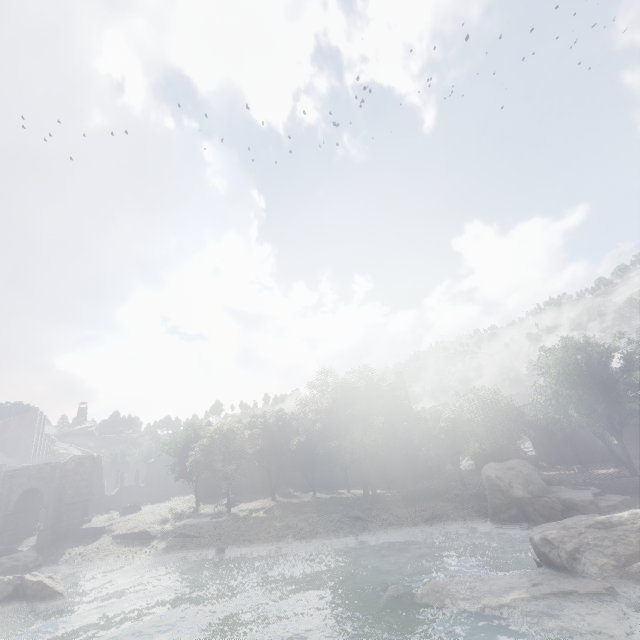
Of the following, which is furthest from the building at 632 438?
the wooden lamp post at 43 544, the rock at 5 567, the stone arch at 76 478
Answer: the rock at 5 567

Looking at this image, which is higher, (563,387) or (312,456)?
(563,387)

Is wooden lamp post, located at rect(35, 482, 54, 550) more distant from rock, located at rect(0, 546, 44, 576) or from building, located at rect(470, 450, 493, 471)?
building, located at rect(470, 450, 493, 471)

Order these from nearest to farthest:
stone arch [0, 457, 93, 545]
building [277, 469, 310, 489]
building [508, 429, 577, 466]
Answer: stone arch [0, 457, 93, 545], building [508, 429, 577, 466], building [277, 469, 310, 489]

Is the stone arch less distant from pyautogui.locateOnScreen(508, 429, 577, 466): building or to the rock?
the rock

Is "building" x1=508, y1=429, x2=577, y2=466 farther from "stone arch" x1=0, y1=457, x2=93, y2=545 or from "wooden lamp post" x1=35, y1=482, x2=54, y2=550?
"wooden lamp post" x1=35, y1=482, x2=54, y2=550

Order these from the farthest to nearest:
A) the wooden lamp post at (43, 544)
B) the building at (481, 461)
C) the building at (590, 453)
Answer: the building at (481, 461) < the building at (590, 453) < the wooden lamp post at (43, 544)
